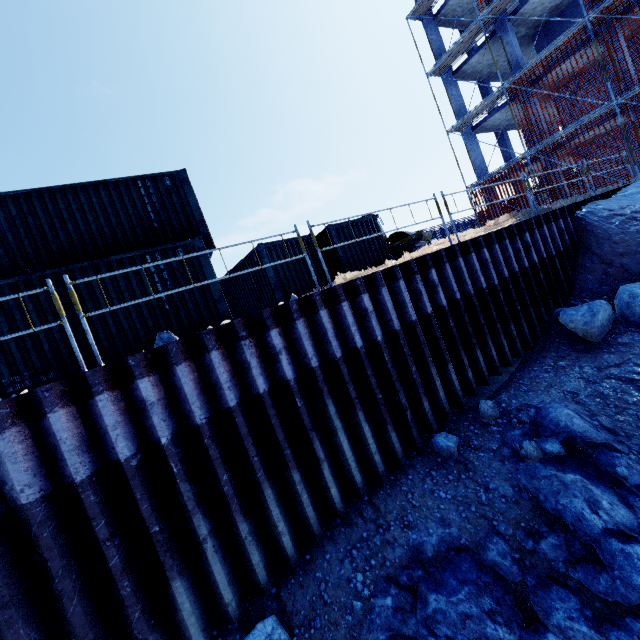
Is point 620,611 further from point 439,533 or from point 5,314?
point 5,314

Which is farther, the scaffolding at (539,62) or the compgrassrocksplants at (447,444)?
the scaffolding at (539,62)

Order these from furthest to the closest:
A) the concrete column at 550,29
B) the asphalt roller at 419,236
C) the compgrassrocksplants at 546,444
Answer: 1. the concrete column at 550,29
2. the asphalt roller at 419,236
3. the compgrassrocksplants at 546,444

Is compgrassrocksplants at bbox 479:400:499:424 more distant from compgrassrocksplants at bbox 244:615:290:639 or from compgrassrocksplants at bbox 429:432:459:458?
compgrassrocksplants at bbox 244:615:290:639

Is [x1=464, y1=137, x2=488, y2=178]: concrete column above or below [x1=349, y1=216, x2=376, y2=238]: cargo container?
above

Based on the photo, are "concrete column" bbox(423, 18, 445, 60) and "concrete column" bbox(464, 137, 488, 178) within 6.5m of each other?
yes

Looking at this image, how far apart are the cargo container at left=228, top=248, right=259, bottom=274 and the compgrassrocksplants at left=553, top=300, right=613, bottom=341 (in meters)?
7.45

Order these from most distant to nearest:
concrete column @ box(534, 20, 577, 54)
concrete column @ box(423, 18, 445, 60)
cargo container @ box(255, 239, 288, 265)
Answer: concrete column @ box(423, 18, 445, 60) < concrete column @ box(534, 20, 577, 54) < cargo container @ box(255, 239, 288, 265)
